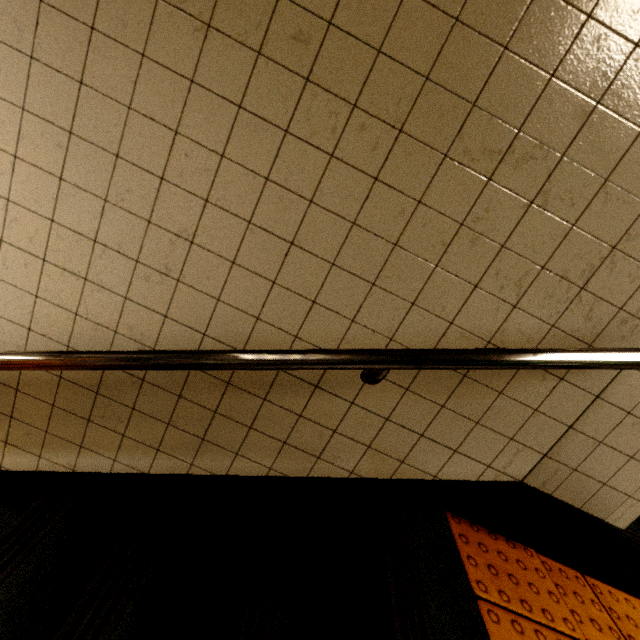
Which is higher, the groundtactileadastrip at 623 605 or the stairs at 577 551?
the stairs at 577 551

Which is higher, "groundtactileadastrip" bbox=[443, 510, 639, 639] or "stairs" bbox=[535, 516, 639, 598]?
"stairs" bbox=[535, 516, 639, 598]

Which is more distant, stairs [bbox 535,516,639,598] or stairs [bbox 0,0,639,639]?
stairs [bbox 535,516,639,598]

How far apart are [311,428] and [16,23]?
1.5 meters

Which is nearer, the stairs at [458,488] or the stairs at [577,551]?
the stairs at [458,488]
